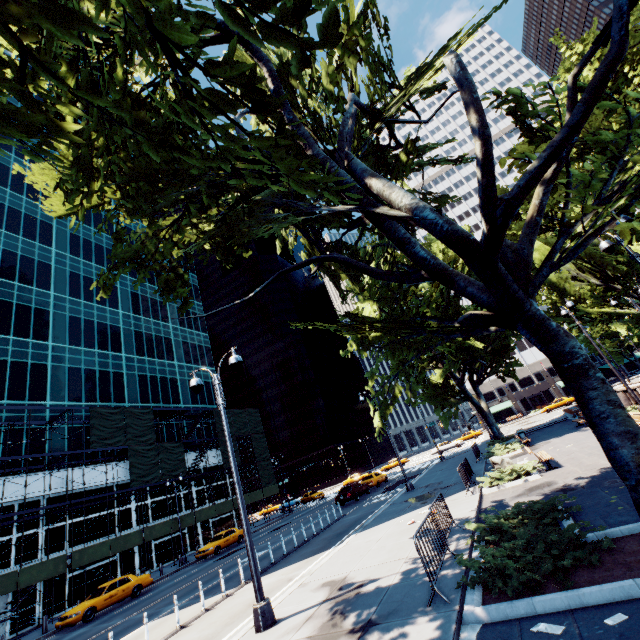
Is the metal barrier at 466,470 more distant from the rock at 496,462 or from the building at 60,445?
the building at 60,445

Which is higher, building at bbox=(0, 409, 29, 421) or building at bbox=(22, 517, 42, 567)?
building at bbox=(0, 409, 29, 421)

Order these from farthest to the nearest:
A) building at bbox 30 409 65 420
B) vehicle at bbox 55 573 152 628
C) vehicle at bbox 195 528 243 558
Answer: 1. building at bbox 30 409 65 420
2. vehicle at bbox 195 528 243 558
3. vehicle at bbox 55 573 152 628

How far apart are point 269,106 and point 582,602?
7.7 meters

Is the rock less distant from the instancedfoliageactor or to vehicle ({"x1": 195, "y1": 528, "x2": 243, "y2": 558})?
the instancedfoliageactor

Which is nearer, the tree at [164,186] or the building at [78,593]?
the tree at [164,186]

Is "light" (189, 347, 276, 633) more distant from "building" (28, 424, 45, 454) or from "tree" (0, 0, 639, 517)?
"building" (28, 424, 45, 454)

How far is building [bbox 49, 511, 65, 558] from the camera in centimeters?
2702cm
